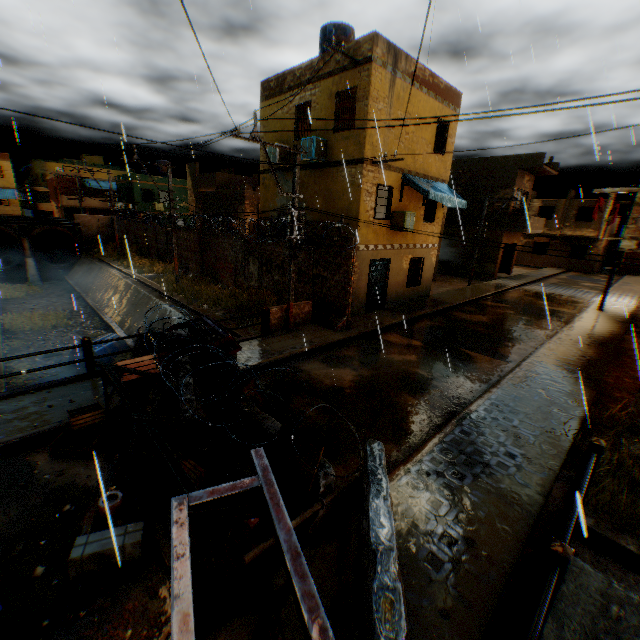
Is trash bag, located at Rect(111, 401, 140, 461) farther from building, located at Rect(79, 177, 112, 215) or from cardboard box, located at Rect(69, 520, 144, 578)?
building, located at Rect(79, 177, 112, 215)

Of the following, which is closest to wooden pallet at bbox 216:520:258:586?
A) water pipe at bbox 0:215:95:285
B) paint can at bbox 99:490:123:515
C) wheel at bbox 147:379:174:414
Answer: paint can at bbox 99:490:123:515

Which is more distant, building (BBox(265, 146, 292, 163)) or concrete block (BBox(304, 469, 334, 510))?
building (BBox(265, 146, 292, 163))

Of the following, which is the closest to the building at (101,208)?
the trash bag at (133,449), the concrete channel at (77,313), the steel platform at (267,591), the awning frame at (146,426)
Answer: the concrete channel at (77,313)

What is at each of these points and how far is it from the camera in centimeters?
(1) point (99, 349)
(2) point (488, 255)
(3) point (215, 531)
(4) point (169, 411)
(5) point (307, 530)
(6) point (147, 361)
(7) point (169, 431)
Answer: (1) water tank, 1453cm
(2) building, 2792cm
(3) wooden pallet, 423cm
(4) wooden pallet, 564cm
(5) concrete block, 425cm
(6) table, 716cm
(7) wooden pallet, 512cm

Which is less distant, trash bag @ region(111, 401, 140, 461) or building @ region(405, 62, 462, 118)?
trash bag @ region(111, 401, 140, 461)

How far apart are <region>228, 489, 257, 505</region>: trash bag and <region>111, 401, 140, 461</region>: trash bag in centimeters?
92cm

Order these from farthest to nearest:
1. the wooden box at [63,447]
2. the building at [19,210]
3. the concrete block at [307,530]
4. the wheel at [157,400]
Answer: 1. the building at [19,210]
2. the wheel at [157,400]
3. the wooden box at [63,447]
4. the concrete block at [307,530]
